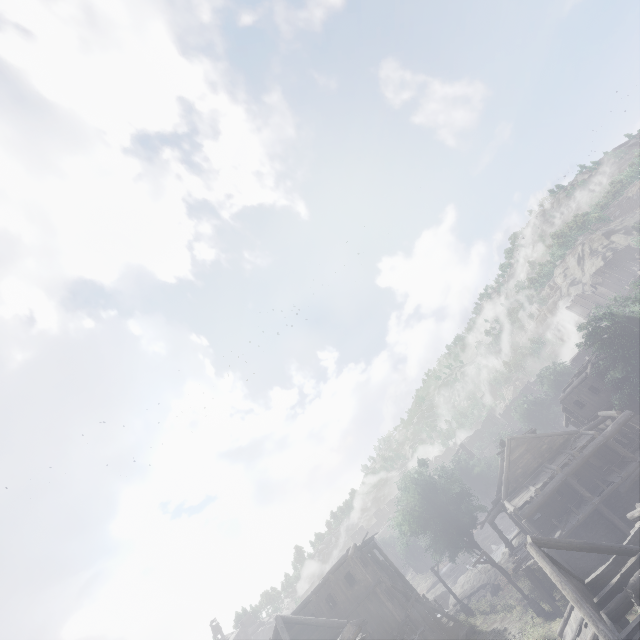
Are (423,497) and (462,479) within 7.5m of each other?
yes

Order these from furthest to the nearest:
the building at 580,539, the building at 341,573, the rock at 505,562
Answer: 1. the rock at 505,562
2. the building at 341,573
3. the building at 580,539

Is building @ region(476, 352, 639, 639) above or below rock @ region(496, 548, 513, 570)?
above

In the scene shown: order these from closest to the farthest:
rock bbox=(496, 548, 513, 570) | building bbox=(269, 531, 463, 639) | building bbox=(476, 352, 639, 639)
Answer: building bbox=(476, 352, 639, 639)
building bbox=(269, 531, 463, 639)
rock bbox=(496, 548, 513, 570)

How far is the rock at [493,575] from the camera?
36.9 meters

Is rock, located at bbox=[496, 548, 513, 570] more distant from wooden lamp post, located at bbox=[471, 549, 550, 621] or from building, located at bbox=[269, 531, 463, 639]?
wooden lamp post, located at bbox=[471, 549, 550, 621]

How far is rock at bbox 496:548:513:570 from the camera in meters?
36.7 m
